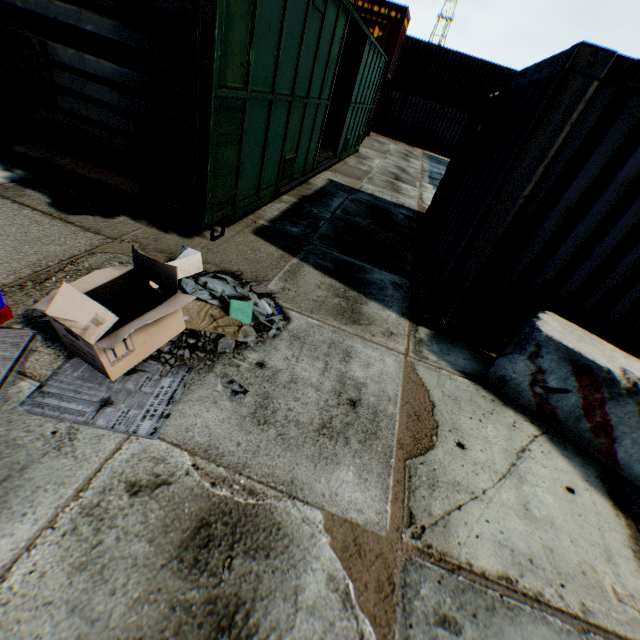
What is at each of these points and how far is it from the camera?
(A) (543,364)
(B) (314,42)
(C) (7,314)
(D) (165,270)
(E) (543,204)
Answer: (A) concrete block, 3.29m
(B) train, 5.52m
(C) tank container, 2.65m
(D) debris, 2.57m
(E) storage container, 3.29m

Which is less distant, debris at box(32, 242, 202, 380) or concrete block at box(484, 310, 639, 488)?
debris at box(32, 242, 202, 380)

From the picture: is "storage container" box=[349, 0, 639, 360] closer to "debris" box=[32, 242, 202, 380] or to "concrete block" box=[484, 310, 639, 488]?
"concrete block" box=[484, 310, 639, 488]

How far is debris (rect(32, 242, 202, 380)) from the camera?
2.2 meters

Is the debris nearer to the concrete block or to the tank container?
the tank container

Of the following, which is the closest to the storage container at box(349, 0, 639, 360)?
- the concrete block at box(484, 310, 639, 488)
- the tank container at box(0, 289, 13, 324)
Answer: the concrete block at box(484, 310, 639, 488)

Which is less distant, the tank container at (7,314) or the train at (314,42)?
the tank container at (7,314)

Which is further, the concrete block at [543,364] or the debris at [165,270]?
the concrete block at [543,364]
